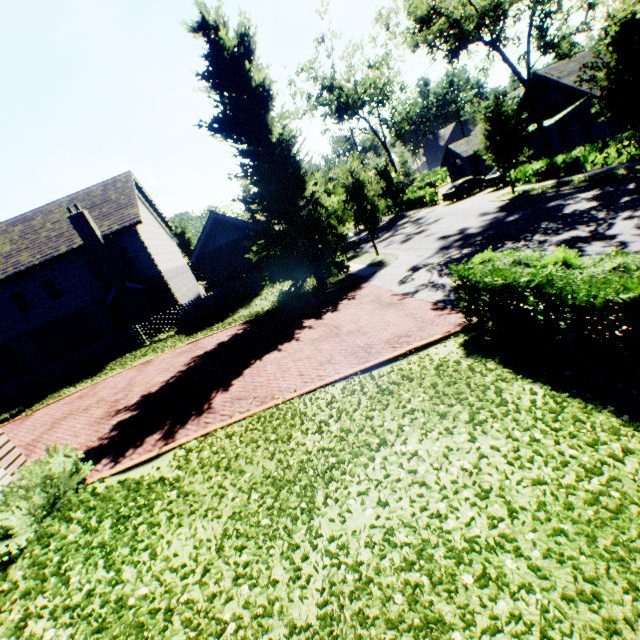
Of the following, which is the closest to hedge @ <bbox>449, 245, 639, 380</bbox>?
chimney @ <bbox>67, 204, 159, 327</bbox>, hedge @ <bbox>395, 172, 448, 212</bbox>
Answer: chimney @ <bbox>67, 204, 159, 327</bbox>

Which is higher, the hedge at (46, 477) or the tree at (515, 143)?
the tree at (515, 143)

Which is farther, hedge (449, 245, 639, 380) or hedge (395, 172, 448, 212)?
hedge (395, 172, 448, 212)

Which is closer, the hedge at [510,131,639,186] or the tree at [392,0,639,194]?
the tree at [392,0,639,194]

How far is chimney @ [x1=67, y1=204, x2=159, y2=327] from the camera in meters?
20.0

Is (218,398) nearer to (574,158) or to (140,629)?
(140,629)

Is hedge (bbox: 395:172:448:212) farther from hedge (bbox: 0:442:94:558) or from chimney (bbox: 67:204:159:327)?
hedge (bbox: 0:442:94:558)

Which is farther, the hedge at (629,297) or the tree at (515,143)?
the tree at (515,143)
